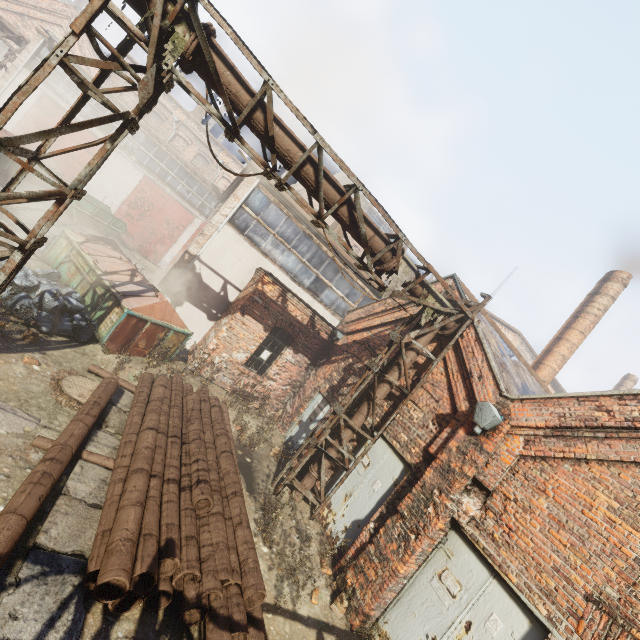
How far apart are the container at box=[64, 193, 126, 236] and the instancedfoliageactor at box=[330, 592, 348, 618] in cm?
1900

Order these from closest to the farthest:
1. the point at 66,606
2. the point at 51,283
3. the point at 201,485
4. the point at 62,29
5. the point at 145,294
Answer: the point at 66,606 → the point at 201,485 → the point at 51,283 → the point at 145,294 → the point at 62,29

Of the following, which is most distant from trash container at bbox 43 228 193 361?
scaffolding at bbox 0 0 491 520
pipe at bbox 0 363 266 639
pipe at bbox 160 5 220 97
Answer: pipe at bbox 160 5 220 97

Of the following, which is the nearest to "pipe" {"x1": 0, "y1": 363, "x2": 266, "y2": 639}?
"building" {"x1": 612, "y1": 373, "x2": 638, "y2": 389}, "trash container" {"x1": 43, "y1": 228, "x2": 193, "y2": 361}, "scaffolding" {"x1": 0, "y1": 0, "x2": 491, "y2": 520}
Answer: "trash container" {"x1": 43, "y1": 228, "x2": 193, "y2": 361}

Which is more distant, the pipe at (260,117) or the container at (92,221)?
the container at (92,221)

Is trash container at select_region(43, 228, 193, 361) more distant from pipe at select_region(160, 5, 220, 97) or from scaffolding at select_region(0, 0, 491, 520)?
pipe at select_region(160, 5, 220, 97)

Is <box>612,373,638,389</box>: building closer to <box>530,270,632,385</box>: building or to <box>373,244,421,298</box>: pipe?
<box>530,270,632,385</box>: building

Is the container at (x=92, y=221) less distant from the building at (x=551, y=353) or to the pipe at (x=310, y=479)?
the pipe at (x=310, y=479)
